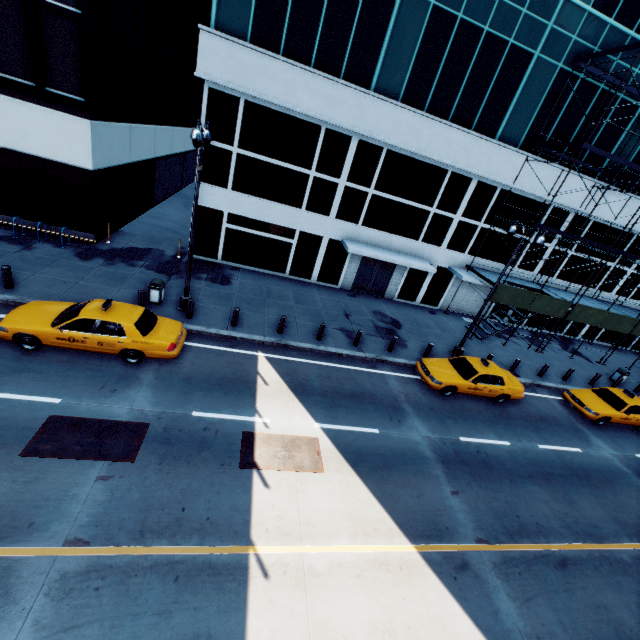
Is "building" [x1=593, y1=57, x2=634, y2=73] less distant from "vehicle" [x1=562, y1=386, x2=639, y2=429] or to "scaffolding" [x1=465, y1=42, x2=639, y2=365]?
"scaffolding" [x1=465, y1=42, x2=639, y2=365]

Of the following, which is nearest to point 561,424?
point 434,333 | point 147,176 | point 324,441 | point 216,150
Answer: point 434,333

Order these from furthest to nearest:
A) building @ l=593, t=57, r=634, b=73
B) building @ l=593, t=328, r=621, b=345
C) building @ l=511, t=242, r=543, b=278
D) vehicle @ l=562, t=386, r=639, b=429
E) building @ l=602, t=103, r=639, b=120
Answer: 1. building @ l=593, t=328, r=621, b=345
2. building @ l=511, t=242, r=543, b=278
3. building @ l=602, t=103, r=639, b=120
4. building @ l=593, t=57, r=634, b=73
5. vehicle @ l=562, t=386, r=639, b=429

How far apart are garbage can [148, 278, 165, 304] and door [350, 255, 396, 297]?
12.01m

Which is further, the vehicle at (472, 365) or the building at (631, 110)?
the building at (631, 110)

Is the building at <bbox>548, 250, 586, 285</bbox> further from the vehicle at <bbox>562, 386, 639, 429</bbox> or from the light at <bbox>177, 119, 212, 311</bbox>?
the vehicle at <bbox>562, 386, 639, 429</bbox>

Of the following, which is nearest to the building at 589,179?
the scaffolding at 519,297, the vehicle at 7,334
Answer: the scaffolding at 519,297

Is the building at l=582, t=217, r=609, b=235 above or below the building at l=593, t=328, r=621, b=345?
above
